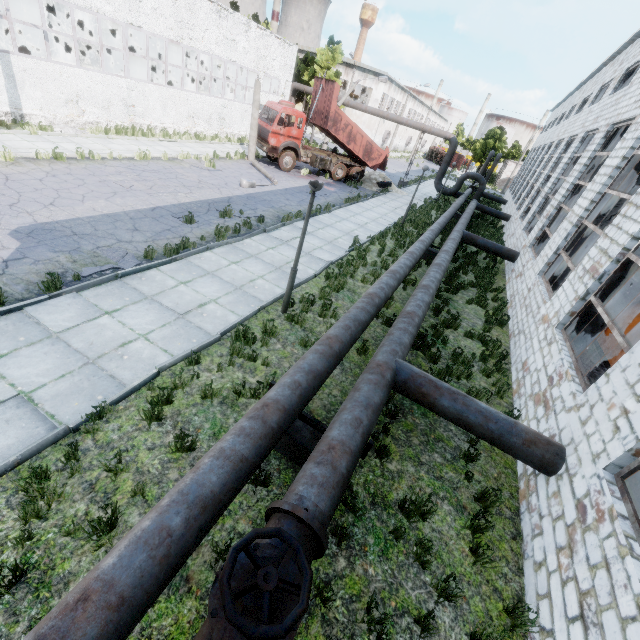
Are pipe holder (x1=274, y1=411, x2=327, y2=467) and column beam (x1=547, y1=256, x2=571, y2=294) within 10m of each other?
no

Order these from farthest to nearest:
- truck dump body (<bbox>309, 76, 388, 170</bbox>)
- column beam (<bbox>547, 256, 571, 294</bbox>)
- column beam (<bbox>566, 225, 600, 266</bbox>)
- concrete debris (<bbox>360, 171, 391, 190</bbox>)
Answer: concrete debris (<bbox>360, 171, 391, 190</bbox>)
truck dump body (<bbox>309, 76, 388, 170</bbox>)
column beam (<bbox>547, 256, 571, 294</bbox>)
column beam (<bbox>566, 225, 600, 266</bbox>)

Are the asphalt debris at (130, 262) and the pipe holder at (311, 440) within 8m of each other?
yes

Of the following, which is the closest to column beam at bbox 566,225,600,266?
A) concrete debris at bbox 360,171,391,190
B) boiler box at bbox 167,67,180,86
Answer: concrete debris at bbox 360,171,391,190

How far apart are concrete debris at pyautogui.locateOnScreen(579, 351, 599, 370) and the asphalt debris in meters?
12.1

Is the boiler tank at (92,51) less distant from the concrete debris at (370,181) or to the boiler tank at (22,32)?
the boiler tank at (22,32)

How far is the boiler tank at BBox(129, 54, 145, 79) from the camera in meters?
24.0

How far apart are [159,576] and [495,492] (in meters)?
5.47
